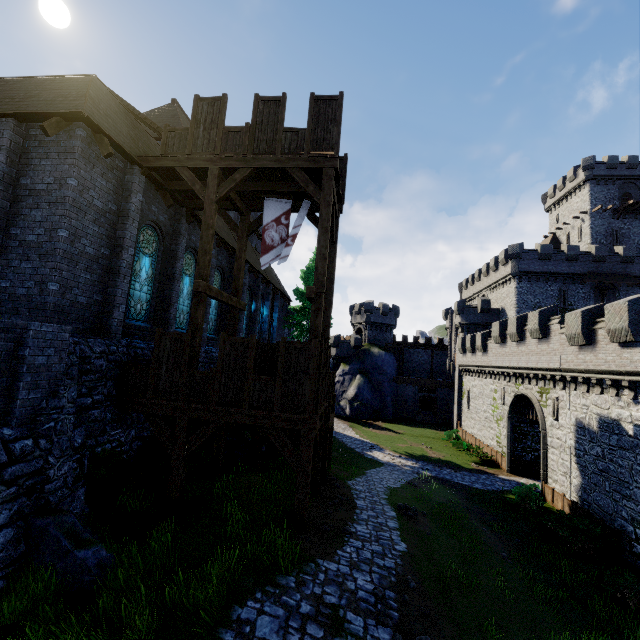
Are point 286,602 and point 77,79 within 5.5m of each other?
no

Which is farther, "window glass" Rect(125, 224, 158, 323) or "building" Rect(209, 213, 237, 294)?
"building" Rect(209, 213, 237, 294)

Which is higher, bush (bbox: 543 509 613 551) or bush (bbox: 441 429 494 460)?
bush (bbox: 543 509 613 551)

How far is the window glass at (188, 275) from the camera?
14.8m

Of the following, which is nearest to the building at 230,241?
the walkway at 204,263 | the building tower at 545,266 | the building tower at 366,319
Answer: the walkway at 204,263

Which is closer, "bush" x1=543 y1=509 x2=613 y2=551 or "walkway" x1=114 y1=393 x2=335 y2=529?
"walkway" x1=114 y1=393 x2=335 y2=529

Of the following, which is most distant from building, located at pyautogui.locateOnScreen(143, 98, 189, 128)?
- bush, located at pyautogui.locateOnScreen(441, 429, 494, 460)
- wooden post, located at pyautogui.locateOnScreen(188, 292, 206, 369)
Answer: bush, located at pyautogui.locateOnScreen(441, 429, 494, 460)

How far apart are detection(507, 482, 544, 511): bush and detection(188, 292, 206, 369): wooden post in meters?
19.8 m
